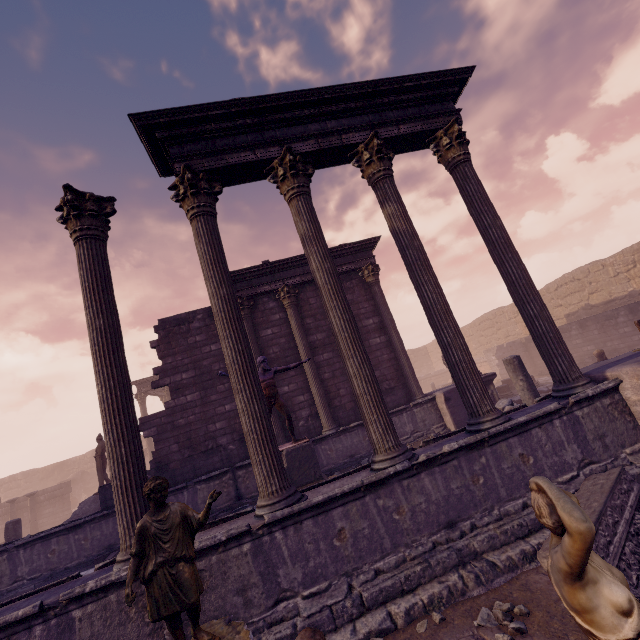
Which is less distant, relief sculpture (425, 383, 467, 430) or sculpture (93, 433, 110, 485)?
relief sculpture (425, 383, 467, 430)

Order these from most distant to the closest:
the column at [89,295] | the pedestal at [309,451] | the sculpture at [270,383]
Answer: the sculpture at [270,383]
the pedestal at [309,451]
the column at [89,295]

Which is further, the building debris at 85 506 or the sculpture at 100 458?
the sculpture at 100 458

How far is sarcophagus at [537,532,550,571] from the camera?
3.23m

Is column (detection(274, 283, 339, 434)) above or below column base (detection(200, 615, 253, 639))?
above

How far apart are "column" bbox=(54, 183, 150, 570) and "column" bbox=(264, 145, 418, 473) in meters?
2.6 m

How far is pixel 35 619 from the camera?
3.7 meters

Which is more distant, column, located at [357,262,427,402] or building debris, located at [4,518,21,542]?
column, located at [357,262,427,402]
